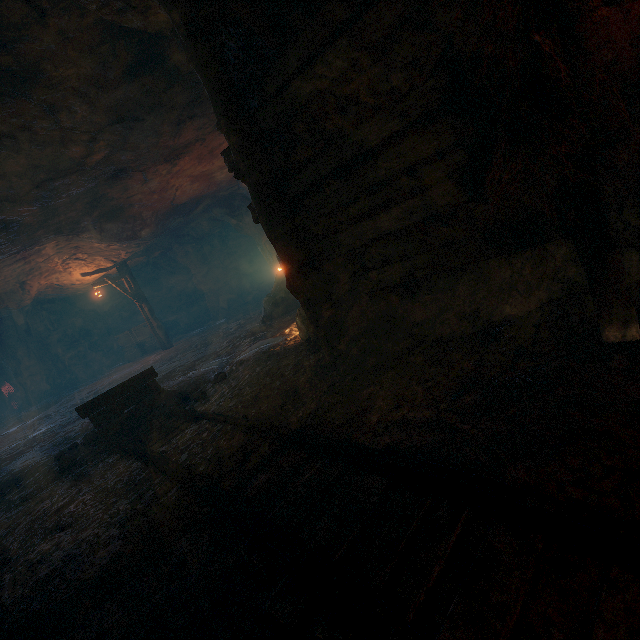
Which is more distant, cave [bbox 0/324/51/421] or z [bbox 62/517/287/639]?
cave [bbox 0/324/51/421]

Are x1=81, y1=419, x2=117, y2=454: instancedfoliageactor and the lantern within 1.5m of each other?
no

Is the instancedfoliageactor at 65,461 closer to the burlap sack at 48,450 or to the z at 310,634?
the burlap sack at 48,450

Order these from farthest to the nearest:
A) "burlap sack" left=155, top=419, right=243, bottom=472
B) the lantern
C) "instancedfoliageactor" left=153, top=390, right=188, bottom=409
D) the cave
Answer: the cave
the lantern
"instancedfoliageactor" left=153, top=390, right=188, bottom=409
"burlap sack" left=155, top=419, right=243, bottom=472

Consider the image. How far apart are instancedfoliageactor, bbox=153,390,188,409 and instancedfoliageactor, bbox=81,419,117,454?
0.3 meters

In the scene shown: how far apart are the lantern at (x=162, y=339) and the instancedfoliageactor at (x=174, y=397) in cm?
1100

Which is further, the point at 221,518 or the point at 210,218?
the point at 210,218

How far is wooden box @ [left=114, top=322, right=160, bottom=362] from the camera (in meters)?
18.50
